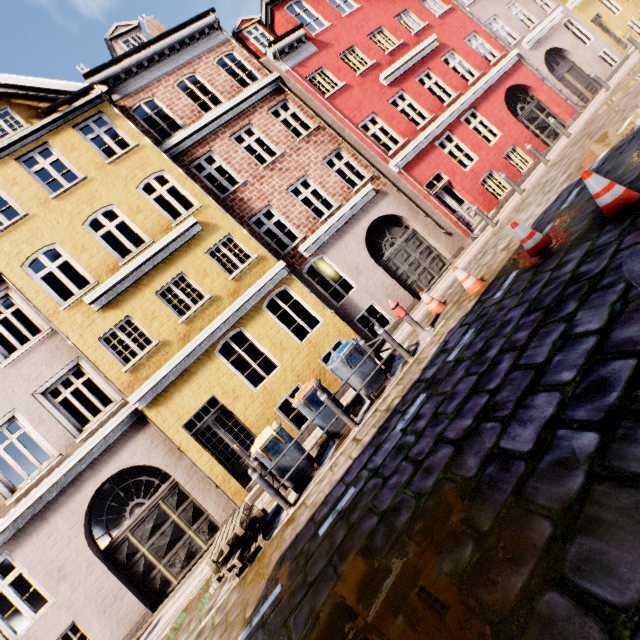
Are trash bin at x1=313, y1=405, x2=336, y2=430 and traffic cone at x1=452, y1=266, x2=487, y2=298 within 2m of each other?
no

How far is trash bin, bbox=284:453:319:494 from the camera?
6.5m

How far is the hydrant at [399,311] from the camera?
7.57m

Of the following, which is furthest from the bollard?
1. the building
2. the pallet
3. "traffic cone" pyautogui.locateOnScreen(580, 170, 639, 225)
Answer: the pallet

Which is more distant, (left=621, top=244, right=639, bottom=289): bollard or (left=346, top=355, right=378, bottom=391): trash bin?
(left=346, top=355, right=378, bottom=391): trash bin

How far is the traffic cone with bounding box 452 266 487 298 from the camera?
7.14m

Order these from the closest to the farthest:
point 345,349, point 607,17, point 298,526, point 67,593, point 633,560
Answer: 1. point 633,560
2. point 298,526
3. point 345,349
4. point 67,593
5. point 607,17

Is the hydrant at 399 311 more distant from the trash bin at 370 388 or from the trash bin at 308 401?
the trash bin at 308 401
